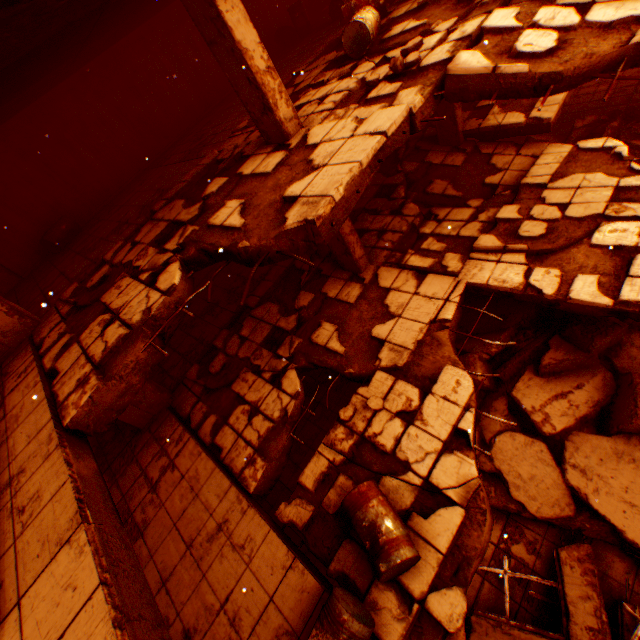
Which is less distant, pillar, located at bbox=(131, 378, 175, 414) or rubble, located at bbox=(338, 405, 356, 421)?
rubble, located at bbox=(338, 405, 356, 421)

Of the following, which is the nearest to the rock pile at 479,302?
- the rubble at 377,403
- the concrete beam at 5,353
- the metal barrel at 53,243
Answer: the rubble at 377,403

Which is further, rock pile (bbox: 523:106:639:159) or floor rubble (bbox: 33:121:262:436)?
rock pile (bbox: 523:106:639:159)

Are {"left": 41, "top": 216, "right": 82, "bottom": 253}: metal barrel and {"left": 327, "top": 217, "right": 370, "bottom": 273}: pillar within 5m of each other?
no

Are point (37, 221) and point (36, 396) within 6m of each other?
no

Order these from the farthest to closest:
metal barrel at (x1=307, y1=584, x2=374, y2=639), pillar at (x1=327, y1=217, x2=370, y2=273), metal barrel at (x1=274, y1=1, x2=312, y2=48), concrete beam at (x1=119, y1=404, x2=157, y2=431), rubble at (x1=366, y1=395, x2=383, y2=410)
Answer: metal barrel at (x1=274, y1=1, x2=312, y2=48), concrete beam at (x1=119, y1=404, x2=157, y2=431), pillar at (x1=327, y1=217, x2=370, y2=273), rubble at (x1=366, y1=395, x2=383, y2=410), metal barrel at (x1=307, y1=584, x2=374, y2=639)

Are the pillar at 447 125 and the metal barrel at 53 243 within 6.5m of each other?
no

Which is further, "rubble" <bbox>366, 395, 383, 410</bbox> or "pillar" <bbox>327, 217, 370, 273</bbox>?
"pillar" <bbox>327, 217, 370, 273</bbox>
